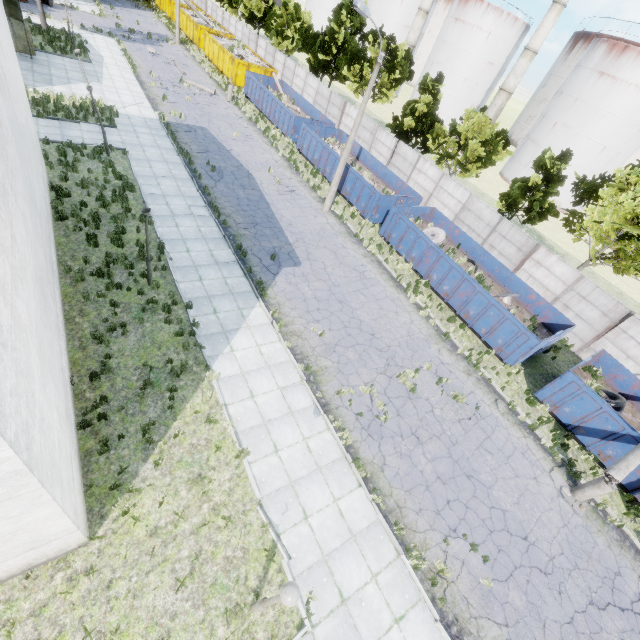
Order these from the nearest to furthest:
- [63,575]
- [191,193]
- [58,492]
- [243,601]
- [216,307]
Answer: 1. [58,492]
2. [63,575]
3. [243,601]
4. [216,307]
5. [191,193]

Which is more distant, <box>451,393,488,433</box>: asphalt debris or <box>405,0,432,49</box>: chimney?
<box>405,0,432,49</box>: chimney

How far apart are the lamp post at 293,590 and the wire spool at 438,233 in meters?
19.5 m

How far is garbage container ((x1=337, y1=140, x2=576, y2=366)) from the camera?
16.4 meters

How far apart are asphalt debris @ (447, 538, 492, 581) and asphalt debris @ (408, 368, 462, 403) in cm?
395

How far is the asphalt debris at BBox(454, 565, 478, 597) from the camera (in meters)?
8.89

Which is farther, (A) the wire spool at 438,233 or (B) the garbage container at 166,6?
(B) the garbage container at 166,6
